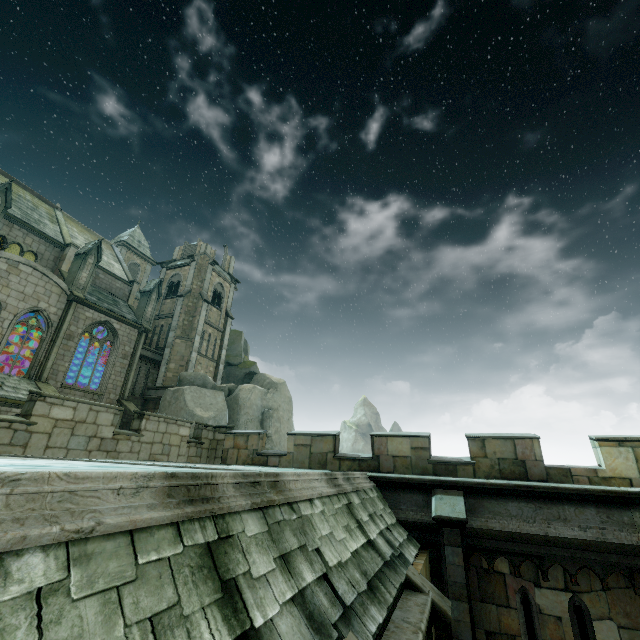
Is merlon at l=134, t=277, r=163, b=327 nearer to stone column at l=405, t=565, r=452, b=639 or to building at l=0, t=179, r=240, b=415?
building at l=0, t=179, r=240, b=415

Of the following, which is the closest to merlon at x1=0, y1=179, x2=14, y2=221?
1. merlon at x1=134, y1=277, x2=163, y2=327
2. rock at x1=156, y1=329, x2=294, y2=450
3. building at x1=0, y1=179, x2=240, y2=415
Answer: building at x1=0, y1=179, x2=240, y2=415

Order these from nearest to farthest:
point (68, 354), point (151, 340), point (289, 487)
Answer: point (289, 487), point (68, 354), point (151, 340)

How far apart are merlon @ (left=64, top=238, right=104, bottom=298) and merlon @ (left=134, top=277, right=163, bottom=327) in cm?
463

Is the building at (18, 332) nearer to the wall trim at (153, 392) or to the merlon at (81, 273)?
the merlon at (81, 273)

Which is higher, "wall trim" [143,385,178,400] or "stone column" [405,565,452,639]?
"wall trim" [143,385,178,400]

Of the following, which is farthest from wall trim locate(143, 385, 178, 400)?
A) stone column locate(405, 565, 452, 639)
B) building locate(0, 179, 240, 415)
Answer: stone column locate(405, 565, 452, 639)

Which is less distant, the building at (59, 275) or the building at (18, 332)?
the building at (59, 275)
